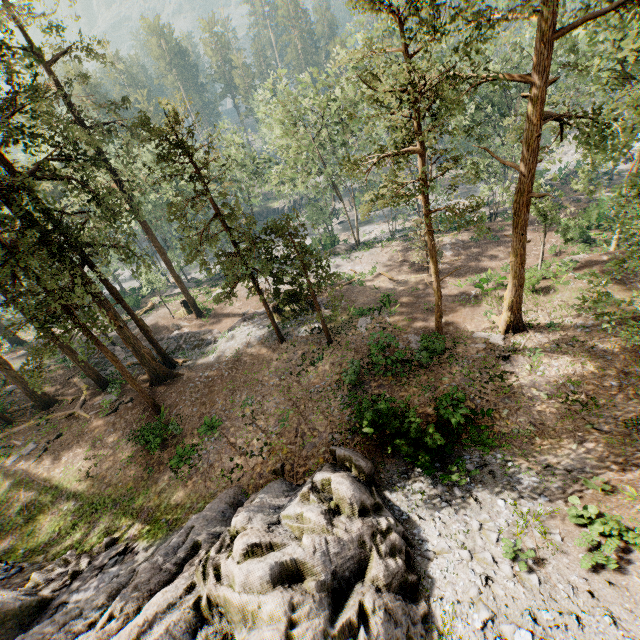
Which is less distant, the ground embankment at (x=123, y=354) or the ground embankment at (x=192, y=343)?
the ground embankment at (x=192, y=343)

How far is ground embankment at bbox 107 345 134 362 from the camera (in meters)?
30.10

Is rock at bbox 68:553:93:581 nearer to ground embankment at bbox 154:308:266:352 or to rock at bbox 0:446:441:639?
rock at bbox 0:446:441:639

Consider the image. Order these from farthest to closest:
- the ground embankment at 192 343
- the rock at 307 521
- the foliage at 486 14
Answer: the ground embankment at 192 343 < the foliage at 486 14 < the rock at 307 521

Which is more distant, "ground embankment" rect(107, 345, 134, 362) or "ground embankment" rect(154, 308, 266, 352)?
"ground embankment" rect(107, 345, 134, 362)

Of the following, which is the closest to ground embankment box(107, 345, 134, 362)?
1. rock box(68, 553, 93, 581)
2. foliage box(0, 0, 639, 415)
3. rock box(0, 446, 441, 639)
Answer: foliage box(0, 0, 639, 415)

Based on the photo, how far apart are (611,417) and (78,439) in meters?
30.9 m

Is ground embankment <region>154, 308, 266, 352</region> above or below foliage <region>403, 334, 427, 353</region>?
below
